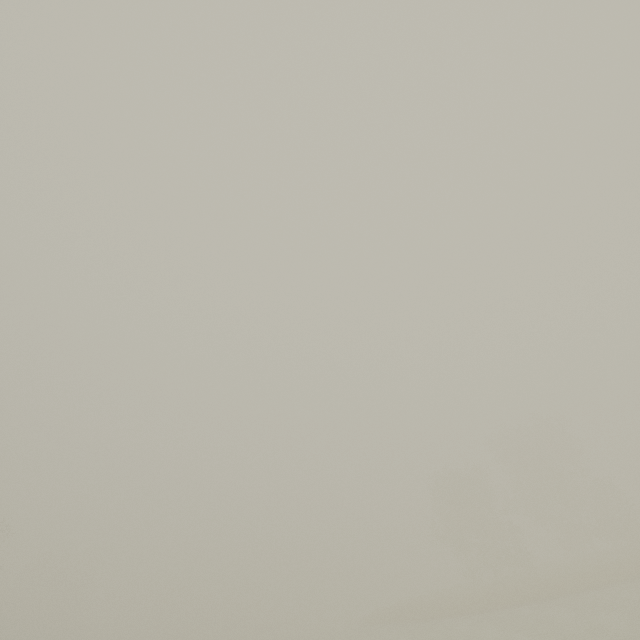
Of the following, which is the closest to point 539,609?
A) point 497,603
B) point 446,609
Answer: point 497,603
